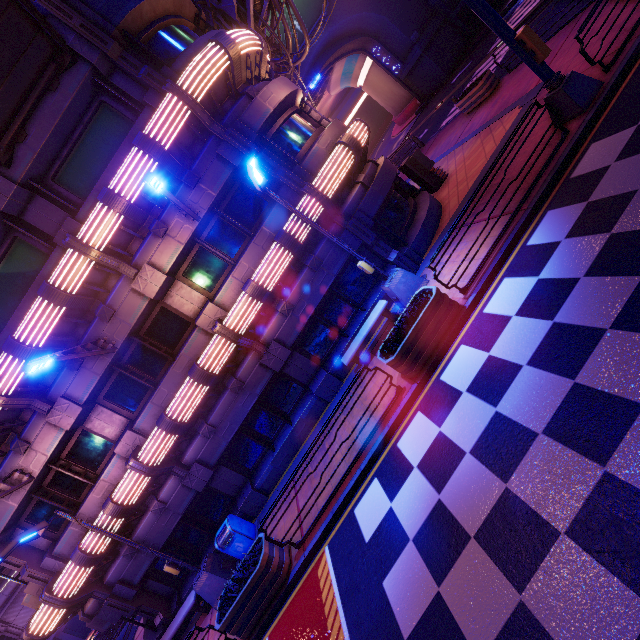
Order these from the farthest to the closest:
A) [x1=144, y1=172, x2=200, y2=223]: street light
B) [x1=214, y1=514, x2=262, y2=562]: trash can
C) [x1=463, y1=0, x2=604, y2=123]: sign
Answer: [x1=214, y1=514, x2=262, y2=562]: trash can < [x1=463, y1=0, x2=604, y2=123]: sign < [x1=144, y1=172, x2=200, y2=223]: street light

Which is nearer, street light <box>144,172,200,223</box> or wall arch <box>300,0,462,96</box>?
street light <box>144,172,200,223</box>

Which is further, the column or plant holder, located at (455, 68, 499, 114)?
the column

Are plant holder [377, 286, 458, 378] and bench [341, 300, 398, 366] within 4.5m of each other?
yes

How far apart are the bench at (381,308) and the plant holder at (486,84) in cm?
1295

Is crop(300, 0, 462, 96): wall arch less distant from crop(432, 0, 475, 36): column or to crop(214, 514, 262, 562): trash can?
crop(432, 0, 475, 36): column

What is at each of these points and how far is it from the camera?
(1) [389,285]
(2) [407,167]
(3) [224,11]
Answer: (1) street light, 10.16m
(2) atm, 14.30m
(3) pipe, 15.02m

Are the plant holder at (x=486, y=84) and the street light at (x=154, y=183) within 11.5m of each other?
no
